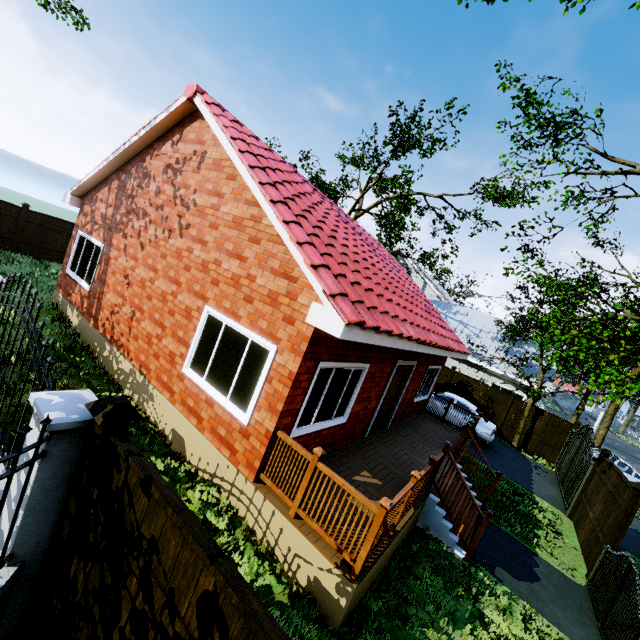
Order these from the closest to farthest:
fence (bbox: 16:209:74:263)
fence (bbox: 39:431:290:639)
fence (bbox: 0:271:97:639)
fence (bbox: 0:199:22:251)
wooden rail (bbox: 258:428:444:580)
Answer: fence (bbox: 39:431:290:639)
fence (bbox: 0:271:97:639)
wooden rail (bbox: 258:428:444:580)
fence (bbox: 0:199:22:251)
fence (bbox: 16:209:74:263)

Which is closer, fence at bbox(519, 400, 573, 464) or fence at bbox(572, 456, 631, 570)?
fence at bbox(572, 456, 631, 570)

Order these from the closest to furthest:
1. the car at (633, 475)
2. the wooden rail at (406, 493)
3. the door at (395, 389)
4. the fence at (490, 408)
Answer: the wooden rail at (406, 493) → the door at (395, 389) → the car at (633, 475) → the fence at (490, 408)

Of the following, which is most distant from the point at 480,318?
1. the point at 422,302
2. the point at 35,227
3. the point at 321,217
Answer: the point at 35,227

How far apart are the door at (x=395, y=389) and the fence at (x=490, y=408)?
11.3m

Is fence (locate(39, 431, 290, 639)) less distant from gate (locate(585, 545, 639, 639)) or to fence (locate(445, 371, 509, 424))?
gate (locate(585, 545, 639, 639))

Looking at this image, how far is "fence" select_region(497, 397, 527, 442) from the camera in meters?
17.4 m

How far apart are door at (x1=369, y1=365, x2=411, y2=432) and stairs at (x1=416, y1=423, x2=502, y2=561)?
1.9 meters
